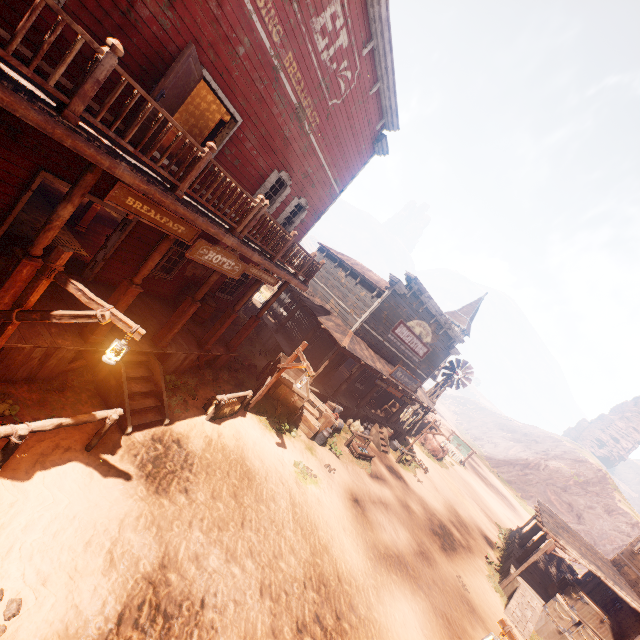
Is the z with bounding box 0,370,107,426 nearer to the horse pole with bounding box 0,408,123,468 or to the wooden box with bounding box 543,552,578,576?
the horse pole with bounding box 0,408,123,468

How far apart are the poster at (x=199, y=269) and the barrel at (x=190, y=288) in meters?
0.2

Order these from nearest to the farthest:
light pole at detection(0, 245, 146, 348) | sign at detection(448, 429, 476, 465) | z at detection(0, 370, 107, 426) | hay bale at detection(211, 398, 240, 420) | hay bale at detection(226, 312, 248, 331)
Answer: light pole at detection(0, 245, 146, 348) → z at detection(0, 370, 107, 426) → hay bale at detection(211, 398, 240, 420) → hay bale at detection(226, 312, 248, 331) → sign at detection(448, 429, 476, 465)

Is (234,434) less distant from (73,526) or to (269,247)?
(73,526)

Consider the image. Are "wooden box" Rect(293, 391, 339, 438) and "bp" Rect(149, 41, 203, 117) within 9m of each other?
no

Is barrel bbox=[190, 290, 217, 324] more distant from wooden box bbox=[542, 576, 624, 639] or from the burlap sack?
wooden box bbox=[542, 576, 624, 639]

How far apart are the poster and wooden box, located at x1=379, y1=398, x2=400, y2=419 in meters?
15.2 m

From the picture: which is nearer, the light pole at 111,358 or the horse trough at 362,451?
the light pole at 111,358
